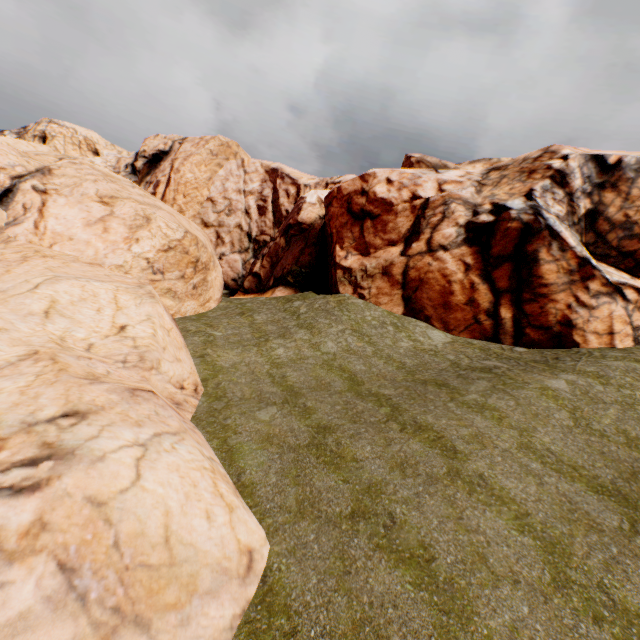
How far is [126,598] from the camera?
5.0m
